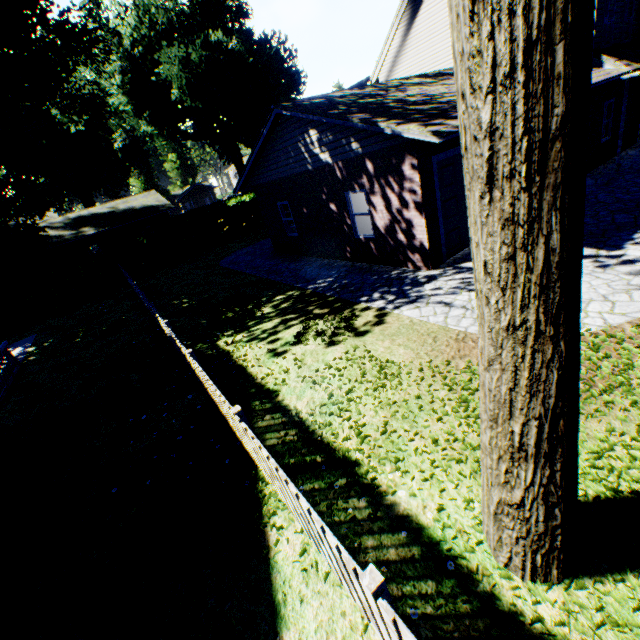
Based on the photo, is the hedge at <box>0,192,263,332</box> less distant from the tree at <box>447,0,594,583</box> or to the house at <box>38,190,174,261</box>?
the house at <box>38,190,174,261</box>

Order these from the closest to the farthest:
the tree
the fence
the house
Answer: the tree, the fence, the house

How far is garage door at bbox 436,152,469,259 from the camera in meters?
9.0 m

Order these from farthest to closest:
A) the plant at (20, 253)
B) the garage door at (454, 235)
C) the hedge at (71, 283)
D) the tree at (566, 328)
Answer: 1. the plant at (20, 253)
2. the hedge at (71, 283)
3. the garage door at (454, 235)
4. the tree at (566, 328)

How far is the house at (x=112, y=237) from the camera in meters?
28.8

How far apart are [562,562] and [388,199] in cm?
883

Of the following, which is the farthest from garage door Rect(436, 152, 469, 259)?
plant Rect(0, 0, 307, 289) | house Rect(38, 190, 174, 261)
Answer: house Rect(38, 190, 174, 261)

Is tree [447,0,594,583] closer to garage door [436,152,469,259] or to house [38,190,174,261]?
garage door [436,152,469,259]
